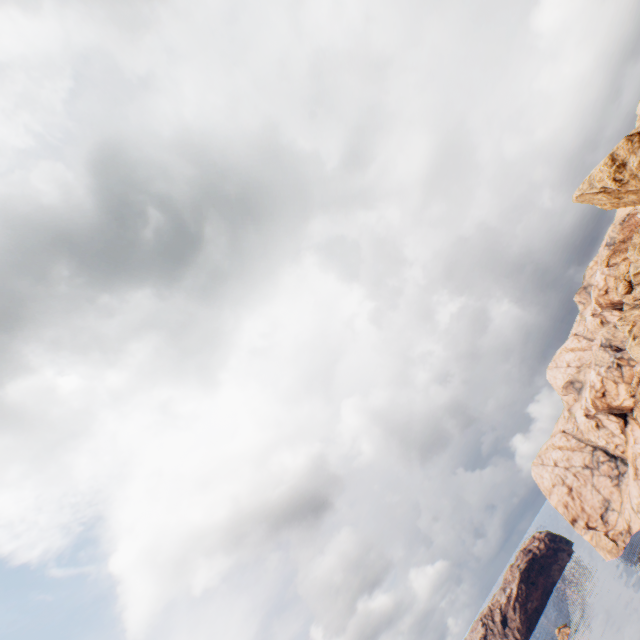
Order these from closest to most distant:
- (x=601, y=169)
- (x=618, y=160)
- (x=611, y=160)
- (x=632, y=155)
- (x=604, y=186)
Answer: (x=632, y=155)
(x=618, y=160)
(x=611, y=160)
(x=601, y=169)
(x=604, y=186)
